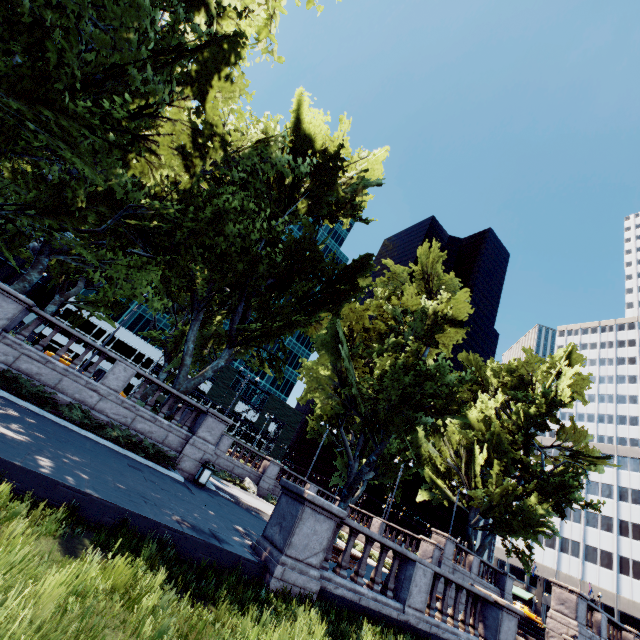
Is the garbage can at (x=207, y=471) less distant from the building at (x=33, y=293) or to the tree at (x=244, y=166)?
the tree at (x=244, y=166)

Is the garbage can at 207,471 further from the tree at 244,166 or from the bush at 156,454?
the tree at 244,166

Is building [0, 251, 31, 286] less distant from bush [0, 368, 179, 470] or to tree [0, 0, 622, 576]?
tree [0, 0, 622, 576]

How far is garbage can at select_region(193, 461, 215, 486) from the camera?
15.0 meters

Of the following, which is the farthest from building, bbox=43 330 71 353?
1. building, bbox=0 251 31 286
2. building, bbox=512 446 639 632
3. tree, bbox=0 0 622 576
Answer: building, bbox=512 446 639 632

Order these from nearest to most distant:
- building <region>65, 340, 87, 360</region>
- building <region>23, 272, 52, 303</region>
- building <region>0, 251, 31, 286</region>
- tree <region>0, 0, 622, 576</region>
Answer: tree <region>0, 0, 622, 576</region>
building <region>0, 251, 31, 286</region>
building <region>23, 272, 52, 303</region>
building <region>65, 340, 87, 360</region>

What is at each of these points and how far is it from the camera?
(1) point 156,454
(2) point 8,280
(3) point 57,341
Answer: (1) bush, 13.7 meters
(2) building, 52.7 meters
(3) building, 55.8 meters

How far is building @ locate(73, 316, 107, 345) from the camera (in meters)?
A: 58.06
